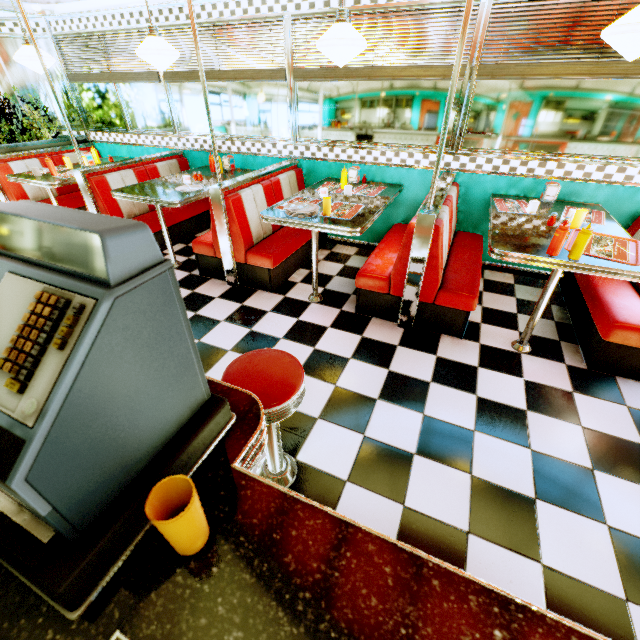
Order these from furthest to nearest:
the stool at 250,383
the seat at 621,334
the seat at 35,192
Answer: the seat at 35,192 → the seat at 621,334 → the stool at 250,383

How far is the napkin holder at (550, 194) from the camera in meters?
3.2 m

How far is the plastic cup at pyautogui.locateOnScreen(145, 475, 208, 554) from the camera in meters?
0.5 m

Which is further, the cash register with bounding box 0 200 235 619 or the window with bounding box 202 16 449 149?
the window with bounding box 202 16 449 149

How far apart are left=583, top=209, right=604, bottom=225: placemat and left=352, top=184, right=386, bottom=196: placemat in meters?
1.8 m

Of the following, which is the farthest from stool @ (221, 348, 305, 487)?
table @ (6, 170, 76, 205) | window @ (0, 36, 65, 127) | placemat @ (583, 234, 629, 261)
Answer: window @ (0, 36, 65, 127)

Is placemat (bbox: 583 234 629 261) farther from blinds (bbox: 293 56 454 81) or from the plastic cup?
the plastic cup

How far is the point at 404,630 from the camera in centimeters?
52cm
